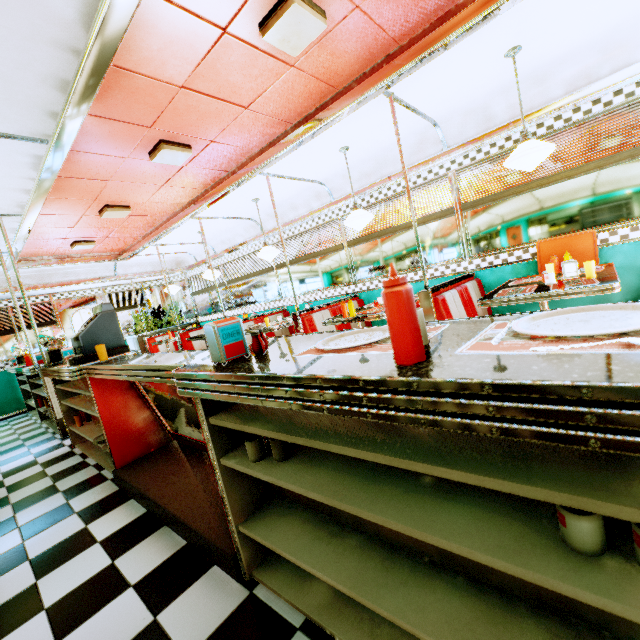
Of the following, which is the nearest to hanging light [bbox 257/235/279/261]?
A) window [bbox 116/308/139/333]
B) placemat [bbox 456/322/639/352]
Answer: placemat [bbox 456/322/639/352]

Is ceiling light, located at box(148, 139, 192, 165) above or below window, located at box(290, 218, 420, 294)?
above

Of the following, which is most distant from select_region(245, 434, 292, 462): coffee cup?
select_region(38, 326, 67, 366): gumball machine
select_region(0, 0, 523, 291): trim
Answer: select_region(38, 326, 67, 366): gumball machine

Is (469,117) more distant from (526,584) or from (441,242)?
(526,584)

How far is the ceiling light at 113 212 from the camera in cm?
470

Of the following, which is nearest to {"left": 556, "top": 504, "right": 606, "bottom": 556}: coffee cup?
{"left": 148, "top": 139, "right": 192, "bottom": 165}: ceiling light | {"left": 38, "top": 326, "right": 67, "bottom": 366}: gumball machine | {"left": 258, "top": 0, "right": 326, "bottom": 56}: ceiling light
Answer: {"left": 258, "top": 0, "right": 326, "bottom": 56}: ceiling light

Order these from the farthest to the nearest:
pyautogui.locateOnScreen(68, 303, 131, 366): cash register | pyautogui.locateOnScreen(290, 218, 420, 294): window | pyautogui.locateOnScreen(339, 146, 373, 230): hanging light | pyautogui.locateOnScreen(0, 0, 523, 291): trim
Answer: pyautogui.locateOnScreen(290, 218, 420, 294): window
pyautogui.locateOnScreen(339, 146, 373, 230): hanging light
pyautogui.locateOnScreen(68, 303, 131, 366): cash register
pyautogui.locateOnScreen(0, 0, 523, 291): trim

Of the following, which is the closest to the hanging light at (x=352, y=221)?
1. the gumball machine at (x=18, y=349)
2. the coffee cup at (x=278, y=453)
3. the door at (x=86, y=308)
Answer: the coffee cup at (x=278, y=453)
